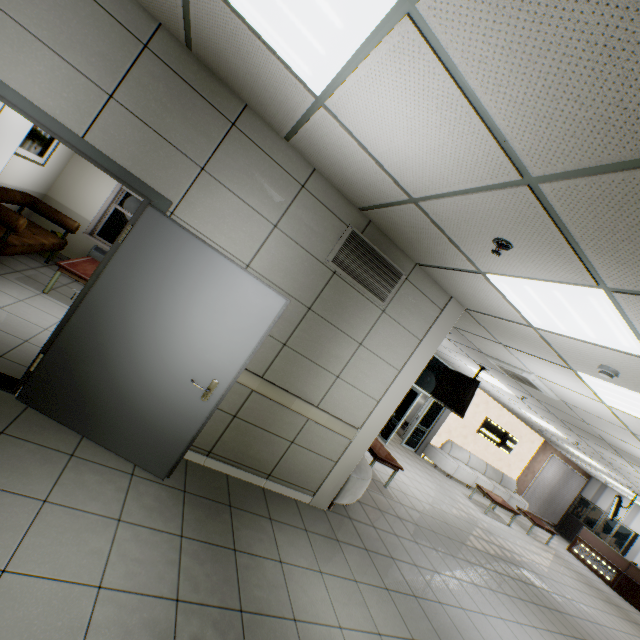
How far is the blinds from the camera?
14.6 meters

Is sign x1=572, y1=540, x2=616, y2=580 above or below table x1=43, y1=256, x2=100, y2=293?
below

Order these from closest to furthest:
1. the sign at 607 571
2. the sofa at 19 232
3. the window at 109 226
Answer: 1. the sofa at 19 232
2. the window at 109 226
3. the sign at 607 571

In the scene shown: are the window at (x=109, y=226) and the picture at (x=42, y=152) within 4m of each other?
yes

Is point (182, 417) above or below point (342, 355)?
below

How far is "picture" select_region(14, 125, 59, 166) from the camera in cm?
489

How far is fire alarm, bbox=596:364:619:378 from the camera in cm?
307

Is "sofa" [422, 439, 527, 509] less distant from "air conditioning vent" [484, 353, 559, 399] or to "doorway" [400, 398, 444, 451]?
"doorway" [400, 398, 444, 451]
